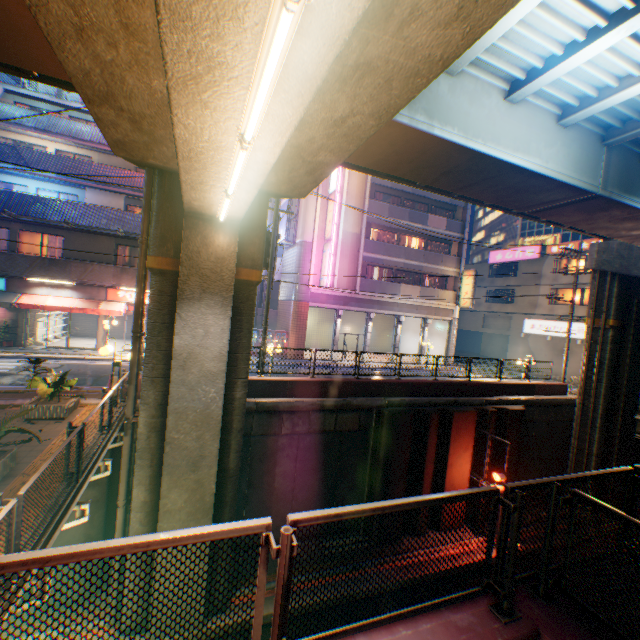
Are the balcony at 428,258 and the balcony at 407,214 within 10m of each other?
yes

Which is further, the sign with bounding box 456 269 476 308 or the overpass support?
the sign with bounding box 456 269 476 308

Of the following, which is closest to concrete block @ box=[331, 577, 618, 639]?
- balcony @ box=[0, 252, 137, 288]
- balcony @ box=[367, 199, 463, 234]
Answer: balcony @ box=[0, 252, 137, 288]

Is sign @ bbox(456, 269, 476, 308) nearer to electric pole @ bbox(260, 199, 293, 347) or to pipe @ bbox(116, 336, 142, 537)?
electric pole @ bbox(260, 199, 293, 347)

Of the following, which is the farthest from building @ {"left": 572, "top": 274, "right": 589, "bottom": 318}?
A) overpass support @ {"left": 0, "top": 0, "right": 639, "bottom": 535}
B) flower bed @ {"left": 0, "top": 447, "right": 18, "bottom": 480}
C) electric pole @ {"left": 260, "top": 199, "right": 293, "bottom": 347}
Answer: flower bed @ {"left": 0, "top": 447, "right": 18, "bottom": 480}

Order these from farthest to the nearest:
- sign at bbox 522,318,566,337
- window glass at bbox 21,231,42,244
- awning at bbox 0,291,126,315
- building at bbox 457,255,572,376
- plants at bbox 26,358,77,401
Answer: building at bbox 457,255,572,376 < sign at bbox 522,318,566,337 < window glass at bbox 21,231,42,244 < awning at bbox 0,291,126,315 < plants at bbox 26,358,77,401

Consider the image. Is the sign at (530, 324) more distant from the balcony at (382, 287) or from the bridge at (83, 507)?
the bridge at (83, 507)

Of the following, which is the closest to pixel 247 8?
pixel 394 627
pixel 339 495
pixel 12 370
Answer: pixel 394 627
